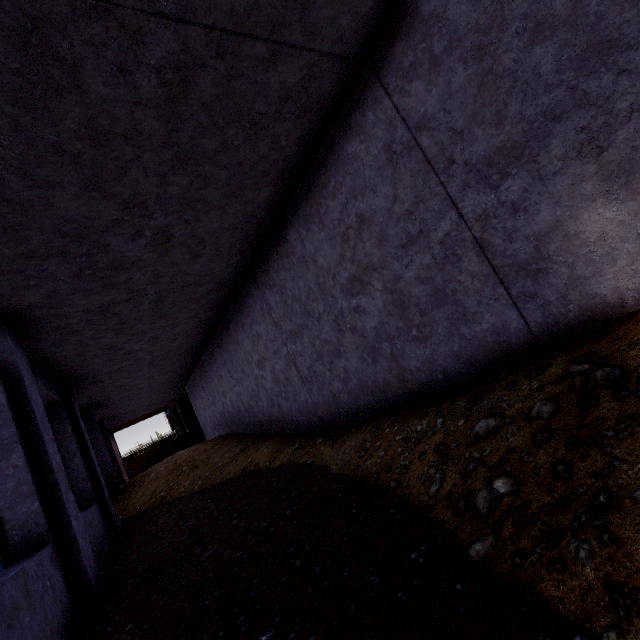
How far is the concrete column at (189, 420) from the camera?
18.8 meters

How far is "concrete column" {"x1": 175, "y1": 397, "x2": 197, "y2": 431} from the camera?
18.81m

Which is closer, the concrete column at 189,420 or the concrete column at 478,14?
the concrete column at 478,14

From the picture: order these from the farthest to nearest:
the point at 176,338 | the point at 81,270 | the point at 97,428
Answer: the point at 97,428
the point at 176,338
the point at 81,270

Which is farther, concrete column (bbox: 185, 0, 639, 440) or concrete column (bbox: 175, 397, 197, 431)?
concrete column (bbox: 175, 397, 197, 431)
